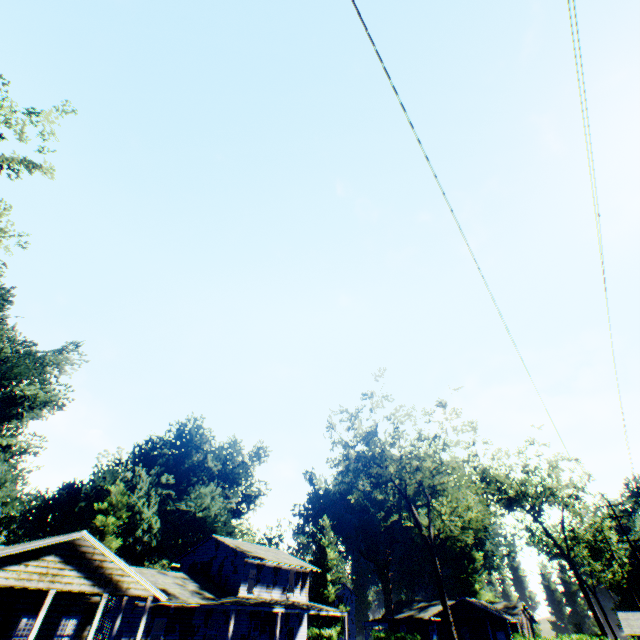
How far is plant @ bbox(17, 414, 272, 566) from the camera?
40.5 meters

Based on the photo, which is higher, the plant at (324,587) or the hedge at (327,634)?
the plant at (324,587)

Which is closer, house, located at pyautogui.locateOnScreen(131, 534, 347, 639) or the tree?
house, located at pyautogui.locateOnScreen(131, 534, 347, 639)

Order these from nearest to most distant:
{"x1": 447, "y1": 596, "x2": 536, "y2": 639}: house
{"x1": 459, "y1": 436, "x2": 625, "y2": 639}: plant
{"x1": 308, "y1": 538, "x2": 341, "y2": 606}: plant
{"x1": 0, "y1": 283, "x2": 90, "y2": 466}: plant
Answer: {"x1": 0, "y1": 283, "x2": 90, "y2": 466}: plant
{"x1": 447, "y1": 596, "x2": 536, "y2": 639}: house
{"x1": 459, "y1": 436, "x2": 625, "y2": 639}: plant
{"x1": 308, "y1": 538, "x2": 341, "y2": 606}: plant

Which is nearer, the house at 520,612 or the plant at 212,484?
the plant at 212,484

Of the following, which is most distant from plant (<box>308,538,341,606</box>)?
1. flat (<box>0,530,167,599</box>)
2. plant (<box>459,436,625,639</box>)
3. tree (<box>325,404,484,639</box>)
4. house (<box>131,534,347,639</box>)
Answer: flat (<box>0,530,167,599</box>)

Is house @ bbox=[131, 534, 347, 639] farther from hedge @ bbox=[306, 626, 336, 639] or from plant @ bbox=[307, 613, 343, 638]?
plant @ bbox=[307, 613, 343, 638]

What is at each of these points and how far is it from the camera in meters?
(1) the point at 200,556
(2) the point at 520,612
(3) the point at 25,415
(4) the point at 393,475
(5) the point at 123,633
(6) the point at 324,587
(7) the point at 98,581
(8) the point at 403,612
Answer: (1) house, 34.6 m
(2) house, 48.2 m
(3) plant, 35.8 m
(4) tree, 33.5 m
(5) house, 21.8 m
(6) plant, 56.2 m
(7) flat, 16.1 m
(8) house, 53.5 m
